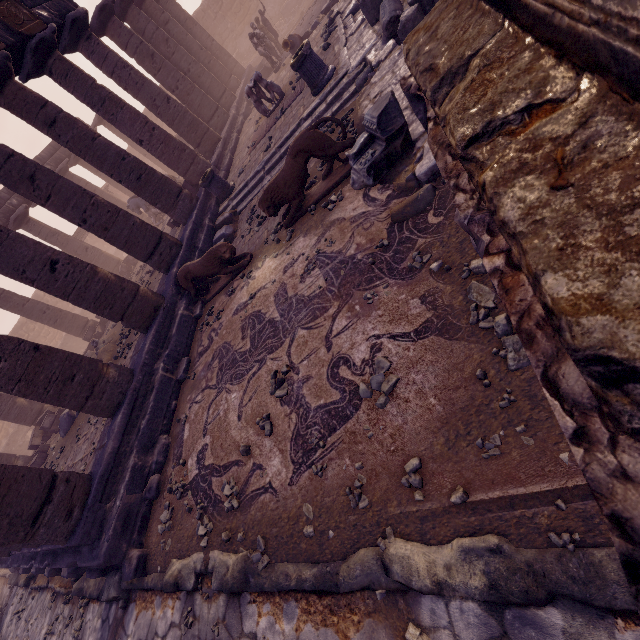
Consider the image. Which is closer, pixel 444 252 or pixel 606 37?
pixel 606 37

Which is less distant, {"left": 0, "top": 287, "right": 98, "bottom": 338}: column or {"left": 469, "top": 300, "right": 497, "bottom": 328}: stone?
{"left": 469, "top": 300, "right": 497, "bottom": 328}: stone

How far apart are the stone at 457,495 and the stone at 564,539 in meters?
0.5 m

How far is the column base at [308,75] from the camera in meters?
7.8

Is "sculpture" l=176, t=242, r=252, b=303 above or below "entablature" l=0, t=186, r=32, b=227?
below

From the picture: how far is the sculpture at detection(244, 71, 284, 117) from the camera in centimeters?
1049cm

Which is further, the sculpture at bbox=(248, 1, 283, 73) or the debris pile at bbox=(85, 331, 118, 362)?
the sculpture at bbox=(248, 1, 283, 73)

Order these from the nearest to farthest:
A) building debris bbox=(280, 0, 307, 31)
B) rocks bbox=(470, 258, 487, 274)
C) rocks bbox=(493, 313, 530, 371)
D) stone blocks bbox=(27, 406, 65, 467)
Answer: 1. rocks bbox=(493, 313, 530, 371)
2. rocks bbox=(470, 258, 487, 274)
3. stone blocks bbox=(27, 406, 65, 467)
4. building debris bbox=(280, 0, 307, 31)
